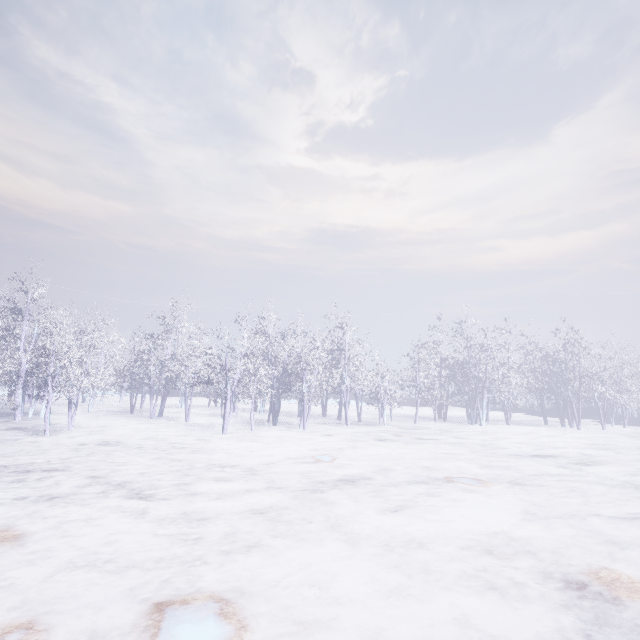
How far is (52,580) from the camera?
4.4 meters
